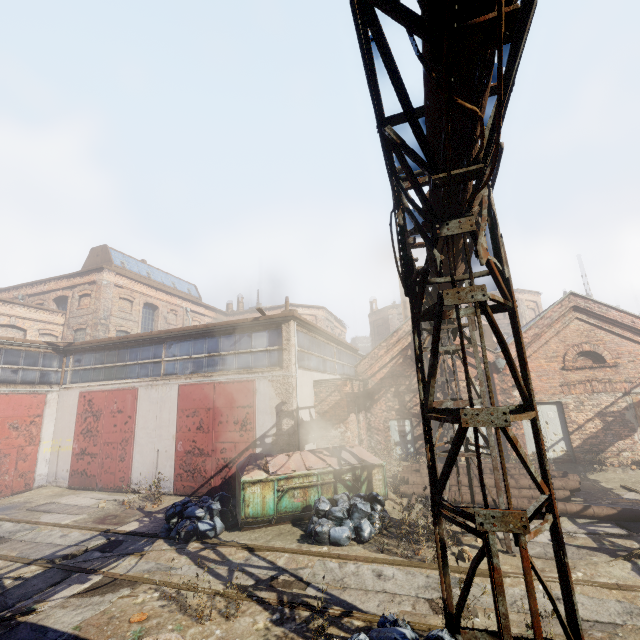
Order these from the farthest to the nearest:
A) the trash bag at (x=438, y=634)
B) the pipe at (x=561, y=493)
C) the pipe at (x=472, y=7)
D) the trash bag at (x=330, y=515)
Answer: the pipe at (x=561, y=493) < the trash bag at (x=330, y=515) < the trash bag at (x=438, y=634) < the pipe at (x=472, y=7)

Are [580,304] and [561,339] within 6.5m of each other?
yes

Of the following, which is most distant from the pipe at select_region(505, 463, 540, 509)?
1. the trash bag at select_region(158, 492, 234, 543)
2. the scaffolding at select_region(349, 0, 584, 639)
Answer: the trash bag at select_region(158, 492, 234, 543)

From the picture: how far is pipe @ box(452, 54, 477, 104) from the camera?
2.4 meters

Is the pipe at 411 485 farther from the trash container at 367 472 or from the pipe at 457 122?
the pipe at 457 122

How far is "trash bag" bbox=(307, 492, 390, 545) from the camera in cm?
766

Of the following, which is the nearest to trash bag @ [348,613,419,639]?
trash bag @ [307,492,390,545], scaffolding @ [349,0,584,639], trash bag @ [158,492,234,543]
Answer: scaffolding @ [349,0,584,639]

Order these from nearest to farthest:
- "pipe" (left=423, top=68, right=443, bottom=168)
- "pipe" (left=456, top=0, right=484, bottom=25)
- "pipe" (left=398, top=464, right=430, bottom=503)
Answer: "pipe" (left=456, top=0, right=484, bottom=25), "pipe" (left=423, top=68, right=443, bottom=168), "pipe" (left=398, top=464, right=430, bottom=503)
